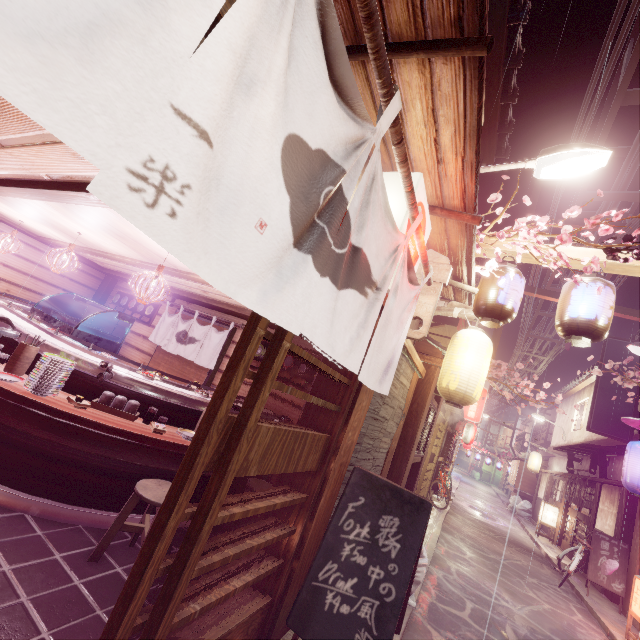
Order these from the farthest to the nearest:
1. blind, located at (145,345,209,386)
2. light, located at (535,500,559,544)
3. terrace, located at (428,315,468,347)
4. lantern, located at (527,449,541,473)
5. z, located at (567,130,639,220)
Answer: lantern, located at (527,449,541,473) < light, located at (535,500,559,544) < terrace, located at (428,315,468,347) < blind, located at (145,345,209,386) < z, located at (567,130,639,220)

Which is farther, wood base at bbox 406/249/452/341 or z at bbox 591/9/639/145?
z at bbox 591/9/639/145

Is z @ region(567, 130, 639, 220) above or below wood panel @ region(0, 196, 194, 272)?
above

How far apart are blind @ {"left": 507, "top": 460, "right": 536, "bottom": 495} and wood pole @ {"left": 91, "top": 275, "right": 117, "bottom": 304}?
43.49m

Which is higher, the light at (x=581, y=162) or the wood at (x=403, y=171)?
the light at (x=581, y=162)

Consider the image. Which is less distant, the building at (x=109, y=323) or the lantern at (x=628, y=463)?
the lantern at (x=628, y=463)

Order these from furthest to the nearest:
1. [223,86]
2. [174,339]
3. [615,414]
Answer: [615,414] → [174,339] → [223,86]

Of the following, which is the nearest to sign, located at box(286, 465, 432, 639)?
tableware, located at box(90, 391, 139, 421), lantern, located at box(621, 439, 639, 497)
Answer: tableware, located at box(90, 391, 139, 421)
